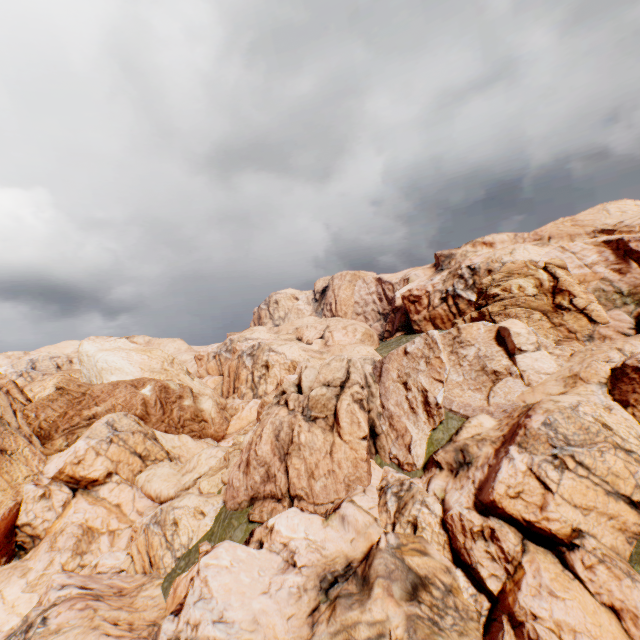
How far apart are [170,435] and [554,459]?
43.44m
